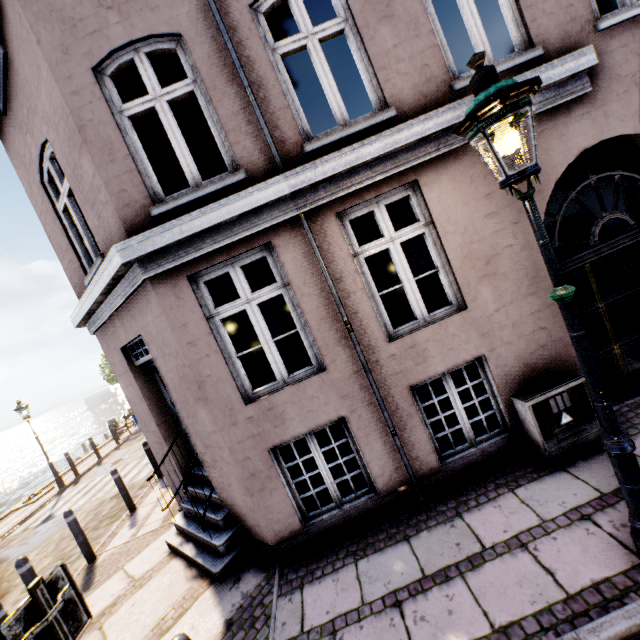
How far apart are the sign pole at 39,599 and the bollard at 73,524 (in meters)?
5.17

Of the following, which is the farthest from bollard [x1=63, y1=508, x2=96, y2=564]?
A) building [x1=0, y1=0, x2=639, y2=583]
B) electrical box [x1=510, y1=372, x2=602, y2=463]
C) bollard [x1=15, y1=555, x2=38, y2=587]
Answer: electrical box [x1=510, y1=372, x2=602, y2=463]

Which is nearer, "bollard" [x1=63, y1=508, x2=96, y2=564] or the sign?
the sign

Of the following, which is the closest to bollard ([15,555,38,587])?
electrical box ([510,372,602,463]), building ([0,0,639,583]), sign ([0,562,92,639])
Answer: building ([0,0,639,583])

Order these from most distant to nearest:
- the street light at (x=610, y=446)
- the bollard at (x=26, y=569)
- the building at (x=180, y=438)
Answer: the bollard at (x=26, y=569)
the building at (x=180, y=438)
the street light at (x=610, y=446)

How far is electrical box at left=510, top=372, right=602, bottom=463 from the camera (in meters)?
3.86

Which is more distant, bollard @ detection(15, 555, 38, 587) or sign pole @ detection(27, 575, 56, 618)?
bollard @ detection(15, 555, 38, 587)

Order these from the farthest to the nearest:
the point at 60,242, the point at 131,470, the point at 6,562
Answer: the point at 131,470, the point at 6,562, the point at 60,242
